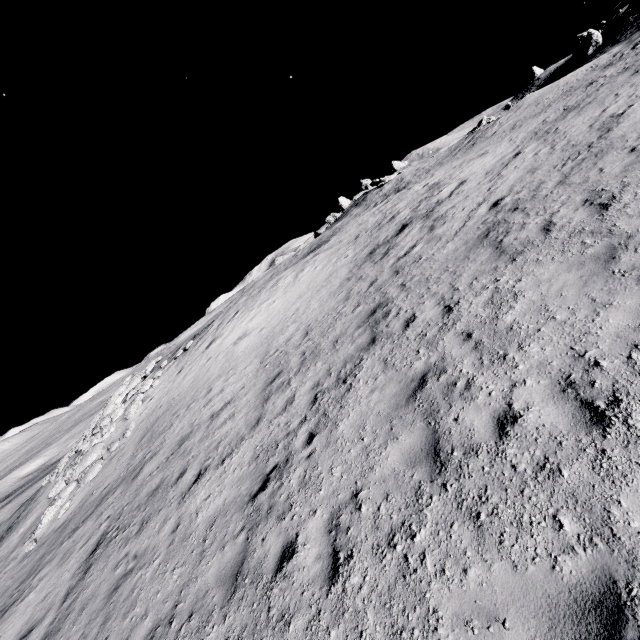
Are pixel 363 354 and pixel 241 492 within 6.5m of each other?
yes

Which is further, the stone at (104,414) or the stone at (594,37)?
the stone at (594,37)

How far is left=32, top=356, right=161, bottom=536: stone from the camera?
14.92m

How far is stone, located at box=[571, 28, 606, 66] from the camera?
46.5 meters

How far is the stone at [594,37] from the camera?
46.5m

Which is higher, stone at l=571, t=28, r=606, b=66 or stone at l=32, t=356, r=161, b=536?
stone at l=571, t=28, r=606, b=66

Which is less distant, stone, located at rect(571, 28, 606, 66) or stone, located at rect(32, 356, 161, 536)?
stone, located at rect(32, 356, 161, 536)
